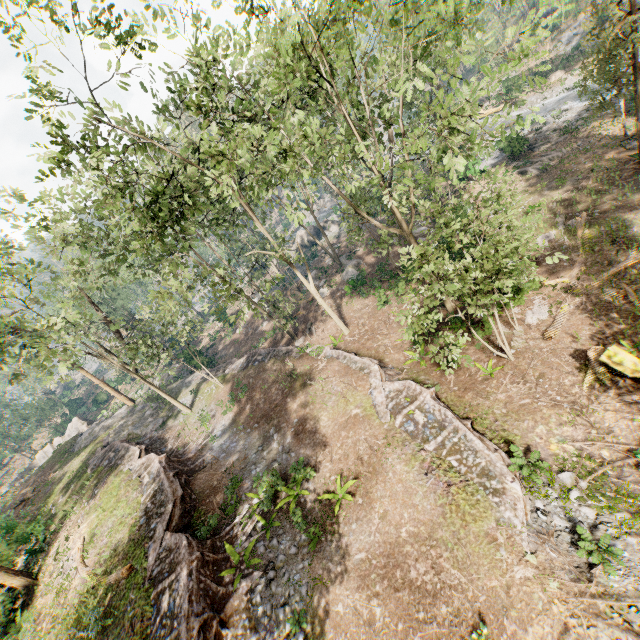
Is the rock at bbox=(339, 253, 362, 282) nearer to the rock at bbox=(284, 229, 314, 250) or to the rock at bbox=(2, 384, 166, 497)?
the rock at bbox=(284, 229, 314, 250)

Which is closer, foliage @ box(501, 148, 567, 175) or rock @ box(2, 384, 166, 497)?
foliage @ box(501, 148, 567, 175)

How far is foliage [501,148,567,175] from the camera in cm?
2723

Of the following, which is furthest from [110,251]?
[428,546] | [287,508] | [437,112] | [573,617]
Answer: [437,112]

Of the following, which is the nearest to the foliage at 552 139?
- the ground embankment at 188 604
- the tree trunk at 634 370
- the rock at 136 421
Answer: the rock at 136 421

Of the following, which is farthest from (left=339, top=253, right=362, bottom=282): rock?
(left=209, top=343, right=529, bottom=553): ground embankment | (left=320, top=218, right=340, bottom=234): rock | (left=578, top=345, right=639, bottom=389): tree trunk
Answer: (left=578, top=345, right=639, bottom=389): tree trunk

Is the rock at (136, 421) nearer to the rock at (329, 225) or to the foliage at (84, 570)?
the foliage at (84, 570)

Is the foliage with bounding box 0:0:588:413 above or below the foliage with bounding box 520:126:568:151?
above
